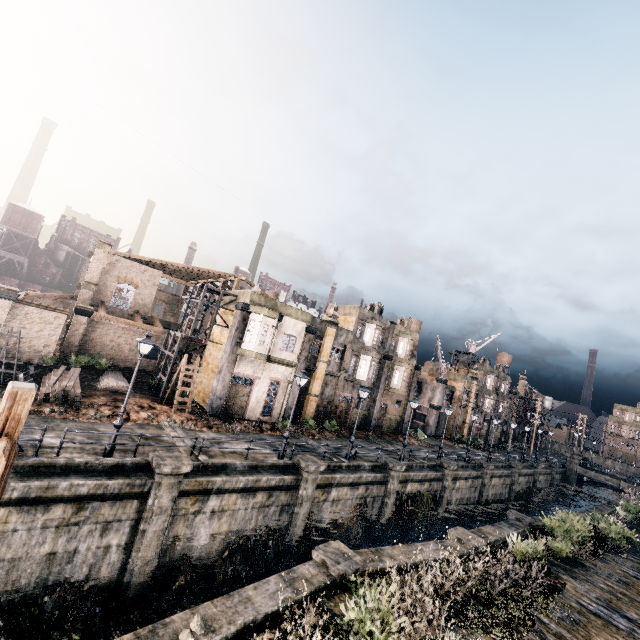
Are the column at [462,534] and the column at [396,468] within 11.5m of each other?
yes

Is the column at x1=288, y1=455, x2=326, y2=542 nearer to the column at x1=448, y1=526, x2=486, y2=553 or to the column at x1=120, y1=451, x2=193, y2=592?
the column at x1=120, y1=451, x2=193, y2=592

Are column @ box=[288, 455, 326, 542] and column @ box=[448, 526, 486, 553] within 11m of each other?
yes

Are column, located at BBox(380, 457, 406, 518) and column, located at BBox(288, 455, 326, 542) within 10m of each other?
yes

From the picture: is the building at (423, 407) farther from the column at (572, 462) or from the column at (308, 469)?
the column at (308, 469)

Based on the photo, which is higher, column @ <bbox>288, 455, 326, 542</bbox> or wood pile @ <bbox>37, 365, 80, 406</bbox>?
wood pile @ <bbox>37, 365, 80, 406</bbox>

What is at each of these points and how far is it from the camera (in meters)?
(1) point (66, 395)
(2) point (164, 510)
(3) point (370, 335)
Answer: (1) wood pile, 19.47
(2) column, 14.57
(3) building, 38.09

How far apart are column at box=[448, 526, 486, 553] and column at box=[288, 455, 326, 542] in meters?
7.5
